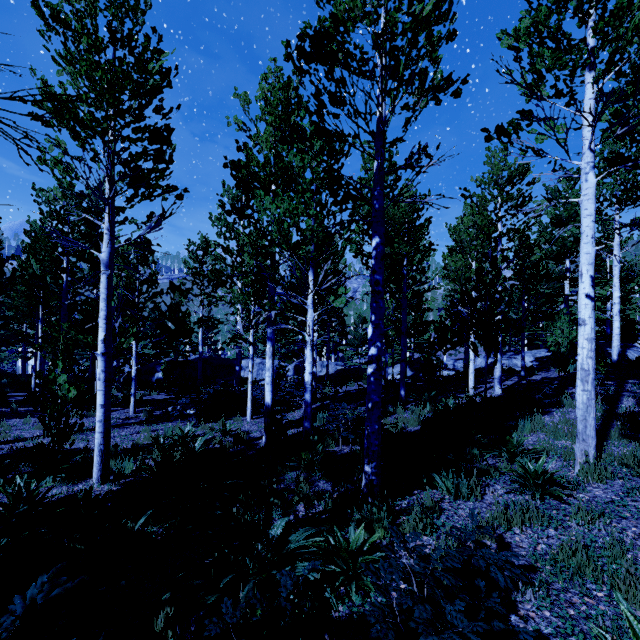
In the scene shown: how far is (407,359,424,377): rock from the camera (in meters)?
21.81

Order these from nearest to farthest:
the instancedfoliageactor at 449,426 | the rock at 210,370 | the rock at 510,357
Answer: the instancedfoliageactor at 449,426
the rock at 510,357
the rock at 210,370

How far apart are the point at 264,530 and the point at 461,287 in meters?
7.6 m

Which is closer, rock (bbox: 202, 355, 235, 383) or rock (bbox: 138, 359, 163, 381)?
rock (bbox: 138, 359, 163, 381)

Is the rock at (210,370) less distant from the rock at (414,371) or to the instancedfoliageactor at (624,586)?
the instancedfoliageactor at (624,586)

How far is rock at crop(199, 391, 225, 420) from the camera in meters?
11.8

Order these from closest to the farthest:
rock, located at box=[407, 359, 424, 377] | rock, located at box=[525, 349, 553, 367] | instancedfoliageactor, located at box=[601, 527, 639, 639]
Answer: instancedfoliageactor, located at box=[601, 527, 639, 639]
rock, located at box=[525, 349, 553, 367]
rock, located at box=[407, 359, 424, 377]

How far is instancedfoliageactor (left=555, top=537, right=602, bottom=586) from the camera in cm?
315
